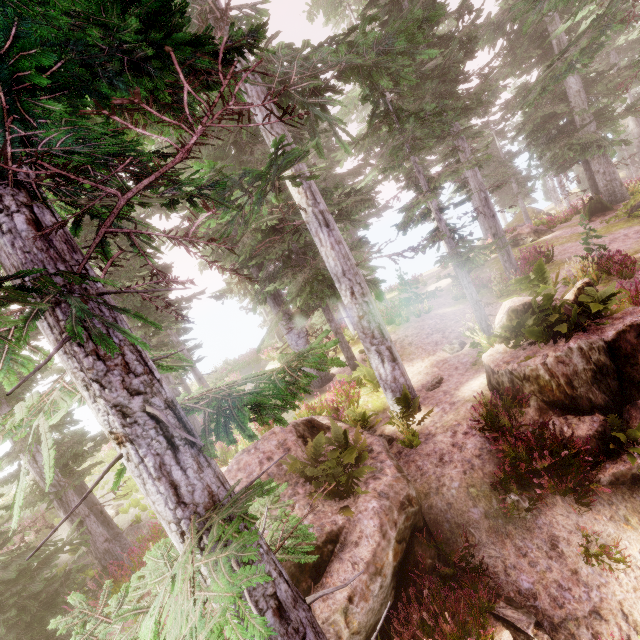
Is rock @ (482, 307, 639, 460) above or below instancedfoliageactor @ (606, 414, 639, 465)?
above

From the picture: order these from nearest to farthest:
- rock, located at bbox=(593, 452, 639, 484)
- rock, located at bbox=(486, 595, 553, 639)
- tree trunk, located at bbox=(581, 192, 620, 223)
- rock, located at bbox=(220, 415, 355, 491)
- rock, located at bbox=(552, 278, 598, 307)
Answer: Answer:
rock, located at bbox=(486, 595, 553, 639)
rock, located at bbox=(593, 452, 639, 484)
rock, located at bbox=(552, 278, 598, 307)
rock, located at bbox=(220, 415, 355, 491)
tree trunk, located at bbox=(581, 192, 620, 223)

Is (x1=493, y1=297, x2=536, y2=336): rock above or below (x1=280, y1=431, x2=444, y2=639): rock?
above

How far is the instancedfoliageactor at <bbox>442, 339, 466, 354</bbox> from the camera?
12.6m

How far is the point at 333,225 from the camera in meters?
9.5

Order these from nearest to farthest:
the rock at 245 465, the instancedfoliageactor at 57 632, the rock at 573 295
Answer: the instancedfoliageactor at 57 632 → the rock at 573 295 → the rock at 245 465

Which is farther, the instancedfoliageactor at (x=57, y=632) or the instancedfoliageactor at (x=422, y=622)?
the instancedfoliageactor at (x=422, y=622)

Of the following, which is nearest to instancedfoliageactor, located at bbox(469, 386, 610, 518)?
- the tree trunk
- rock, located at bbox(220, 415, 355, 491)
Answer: rock, located at bbox(220, 415, 355, 491)
